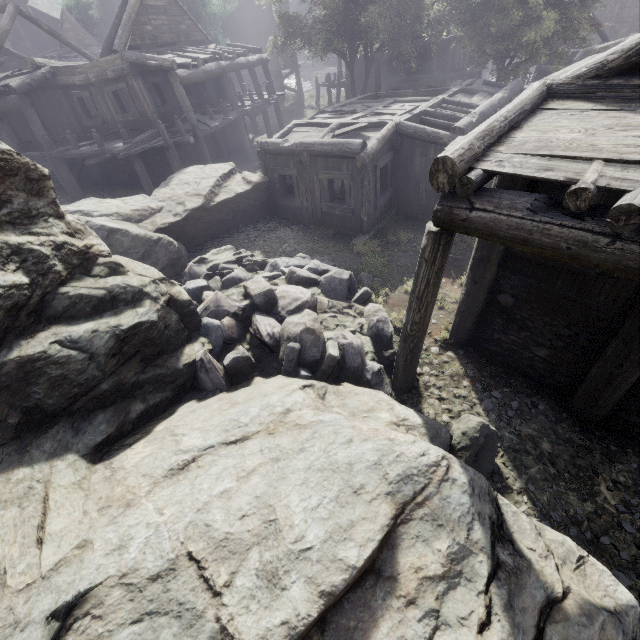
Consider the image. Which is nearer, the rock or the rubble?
the rock

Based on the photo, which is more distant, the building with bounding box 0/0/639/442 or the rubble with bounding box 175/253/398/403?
the rubble with bounding box 175/253/398/403

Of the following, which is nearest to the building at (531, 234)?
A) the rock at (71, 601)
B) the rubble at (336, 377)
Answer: the rock at (71, 601)

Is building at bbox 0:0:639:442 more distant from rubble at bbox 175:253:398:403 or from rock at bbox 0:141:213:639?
rubble at bbox 175:253:398:403

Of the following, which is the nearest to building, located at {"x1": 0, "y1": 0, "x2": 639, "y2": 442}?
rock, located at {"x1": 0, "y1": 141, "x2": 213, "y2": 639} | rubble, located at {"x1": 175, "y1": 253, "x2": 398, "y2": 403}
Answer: rock, located at {"x1": 0, "y1": 141, "x2": 213, "y2": 639}

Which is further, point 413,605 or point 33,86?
point 33,86

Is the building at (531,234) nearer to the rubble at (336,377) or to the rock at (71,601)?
the rock at (71,601)
